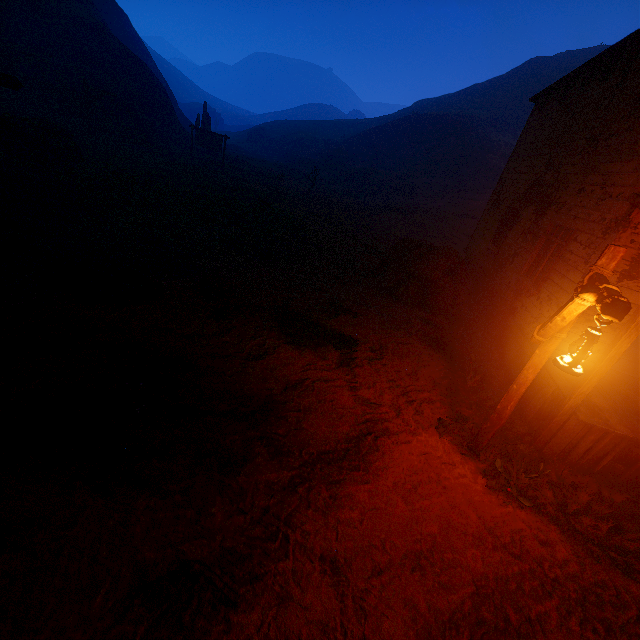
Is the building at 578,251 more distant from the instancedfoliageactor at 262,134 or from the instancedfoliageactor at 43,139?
the instancedfoliageactor at 262,134

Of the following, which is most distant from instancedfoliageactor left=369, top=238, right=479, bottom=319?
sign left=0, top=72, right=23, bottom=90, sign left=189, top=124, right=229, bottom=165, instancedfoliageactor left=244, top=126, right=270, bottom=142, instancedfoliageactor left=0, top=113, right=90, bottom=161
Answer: instancedfoliageactor left=244, top=126, right=270, bottom=142

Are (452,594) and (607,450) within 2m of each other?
no

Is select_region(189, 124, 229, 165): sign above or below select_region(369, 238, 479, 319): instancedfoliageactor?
above

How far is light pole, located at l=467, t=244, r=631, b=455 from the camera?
2.6 meters

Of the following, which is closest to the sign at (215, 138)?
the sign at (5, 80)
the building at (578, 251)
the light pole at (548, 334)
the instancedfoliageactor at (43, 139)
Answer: the instancedfoliageactor at (43, 139)

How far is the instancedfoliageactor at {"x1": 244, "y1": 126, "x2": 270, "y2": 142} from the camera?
52.84m

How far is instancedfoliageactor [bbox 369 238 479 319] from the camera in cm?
955
